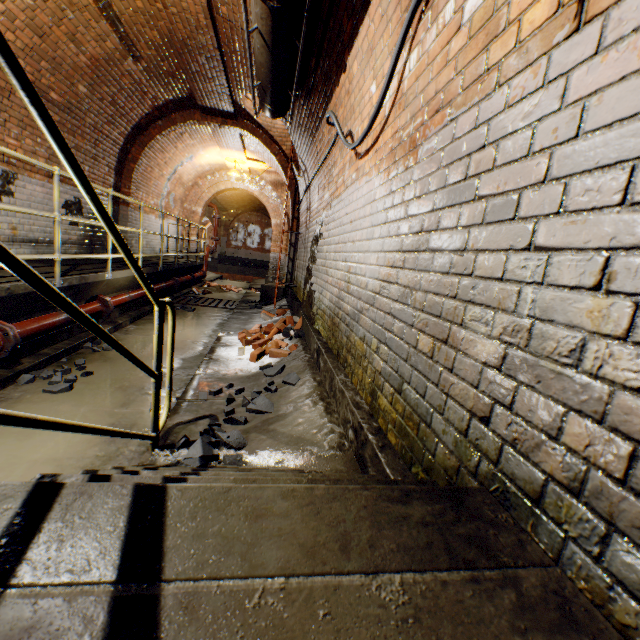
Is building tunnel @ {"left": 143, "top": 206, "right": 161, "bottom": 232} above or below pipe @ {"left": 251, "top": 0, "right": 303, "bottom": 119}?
below

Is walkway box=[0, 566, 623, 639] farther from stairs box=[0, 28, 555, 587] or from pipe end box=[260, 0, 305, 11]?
pipe end box=[260, 0, 305, 11]

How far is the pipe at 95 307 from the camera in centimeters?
457cm

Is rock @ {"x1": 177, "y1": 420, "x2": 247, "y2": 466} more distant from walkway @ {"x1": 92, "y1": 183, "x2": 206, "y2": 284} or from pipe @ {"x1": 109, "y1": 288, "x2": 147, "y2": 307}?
pipe @ {"x1": 109, "y1": 288, "x2": 147, "y2": 307}

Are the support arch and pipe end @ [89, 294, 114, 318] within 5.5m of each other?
no

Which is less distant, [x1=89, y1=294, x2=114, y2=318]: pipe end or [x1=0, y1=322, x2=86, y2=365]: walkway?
[x1=0, y1=322, x2=86, y2=365]: walkway

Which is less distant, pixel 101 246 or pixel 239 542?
pixel 239 542

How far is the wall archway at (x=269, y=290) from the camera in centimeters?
902cm
